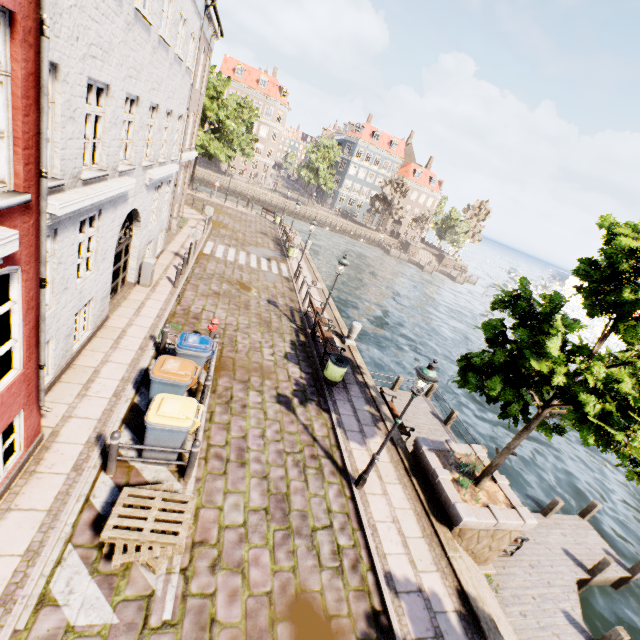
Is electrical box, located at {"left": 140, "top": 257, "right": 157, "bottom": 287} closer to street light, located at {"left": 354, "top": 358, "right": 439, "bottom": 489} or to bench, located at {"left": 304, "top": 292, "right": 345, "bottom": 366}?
bench, located at {"left": 304, "top": 292, "right": 345, "bottom": 366}

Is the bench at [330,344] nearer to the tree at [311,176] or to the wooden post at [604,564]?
the wooden post at [604,564]

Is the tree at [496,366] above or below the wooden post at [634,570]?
above

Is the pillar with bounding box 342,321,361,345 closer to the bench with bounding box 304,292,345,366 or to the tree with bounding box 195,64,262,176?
the bench with bounding box 304,292,345,366

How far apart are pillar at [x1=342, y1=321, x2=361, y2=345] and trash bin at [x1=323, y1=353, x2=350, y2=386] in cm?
288

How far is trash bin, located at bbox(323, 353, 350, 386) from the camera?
10.80m

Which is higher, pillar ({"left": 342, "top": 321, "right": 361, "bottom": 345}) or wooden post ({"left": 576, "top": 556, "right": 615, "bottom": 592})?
pillar ({"left": 342, "top": 321, "right": 361, "bottom": 345})

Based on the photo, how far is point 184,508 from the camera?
5.54m
